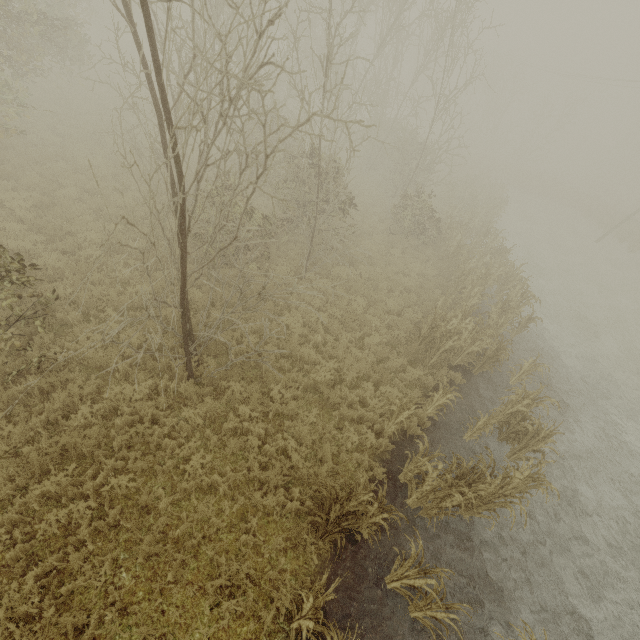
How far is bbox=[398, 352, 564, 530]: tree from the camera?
6.0 meters

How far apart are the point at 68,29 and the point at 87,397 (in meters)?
14.14

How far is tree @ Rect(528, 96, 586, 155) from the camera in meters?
34.6 m

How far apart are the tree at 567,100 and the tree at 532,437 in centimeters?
4347cm

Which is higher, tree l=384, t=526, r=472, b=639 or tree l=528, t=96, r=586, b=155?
tree l=528, t=96, r=586, b=155

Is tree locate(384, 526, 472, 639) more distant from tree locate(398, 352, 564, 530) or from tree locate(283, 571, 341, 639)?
tree locate(398, 352, 564, 530)

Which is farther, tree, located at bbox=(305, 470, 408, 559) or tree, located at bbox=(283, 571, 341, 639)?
tree, located at bbox=(305, 470, 408, 559)

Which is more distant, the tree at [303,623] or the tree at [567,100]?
the tree at [567,100]
